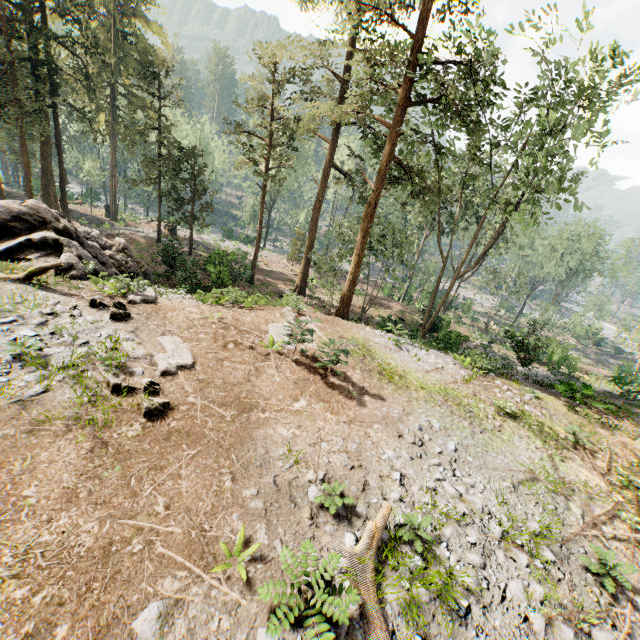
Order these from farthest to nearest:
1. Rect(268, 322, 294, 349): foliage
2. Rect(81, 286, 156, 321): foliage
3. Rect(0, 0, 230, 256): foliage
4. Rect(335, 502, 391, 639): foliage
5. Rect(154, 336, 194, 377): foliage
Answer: Rect(0, 0, 230, 256): foliage
Rect(268, 322, 294, 349): foliage
Rect(81, 286, 156, 321): foliage
Rect(154, 336, 194, 377): foliage
Rect(335, 502, 391, 639): foliage

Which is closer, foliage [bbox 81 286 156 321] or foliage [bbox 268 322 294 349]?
foliage [bbox 81 286 156 321]

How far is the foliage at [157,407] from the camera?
7.6m

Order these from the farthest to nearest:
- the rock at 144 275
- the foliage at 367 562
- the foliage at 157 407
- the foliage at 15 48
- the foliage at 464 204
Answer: the foliage at 15 48 → the foliage at 464 204 → the rock at 144 275 → the foliage at 157 407 → the foliage at 367 562

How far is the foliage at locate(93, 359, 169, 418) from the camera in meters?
7.6 m

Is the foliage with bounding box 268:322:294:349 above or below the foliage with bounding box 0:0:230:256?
below

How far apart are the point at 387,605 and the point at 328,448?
3.3 meters
